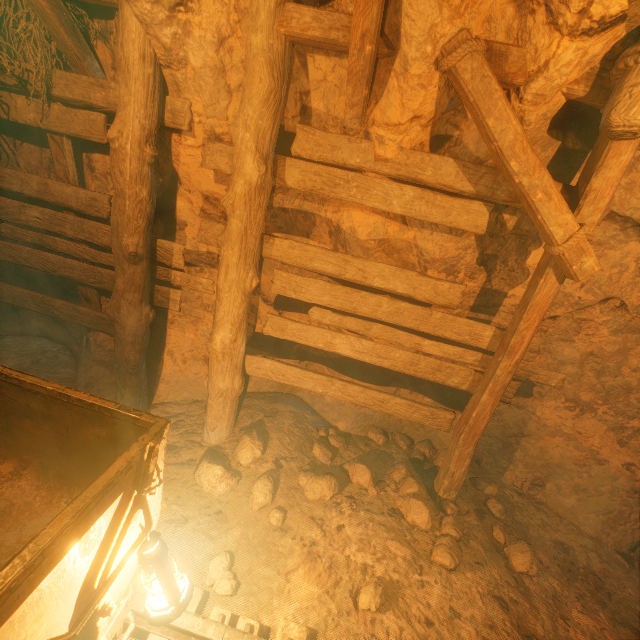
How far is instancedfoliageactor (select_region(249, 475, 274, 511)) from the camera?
3.0 meters

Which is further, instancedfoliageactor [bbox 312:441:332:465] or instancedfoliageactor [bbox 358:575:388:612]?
instancedfoliageactor [bbox 312:441:332:465]

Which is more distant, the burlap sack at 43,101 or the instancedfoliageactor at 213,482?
the instancedfoliageactor at 213,482

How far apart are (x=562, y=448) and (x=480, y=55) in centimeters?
394cm

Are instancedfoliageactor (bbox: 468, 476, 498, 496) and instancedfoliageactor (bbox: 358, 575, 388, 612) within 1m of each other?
no

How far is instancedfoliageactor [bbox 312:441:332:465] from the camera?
3.8 meters

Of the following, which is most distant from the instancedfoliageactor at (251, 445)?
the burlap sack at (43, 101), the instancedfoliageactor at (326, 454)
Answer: the instancedfoliageactor at (326, 454)

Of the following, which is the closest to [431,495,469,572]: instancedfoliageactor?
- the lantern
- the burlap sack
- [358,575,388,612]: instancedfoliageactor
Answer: the burlap sack
